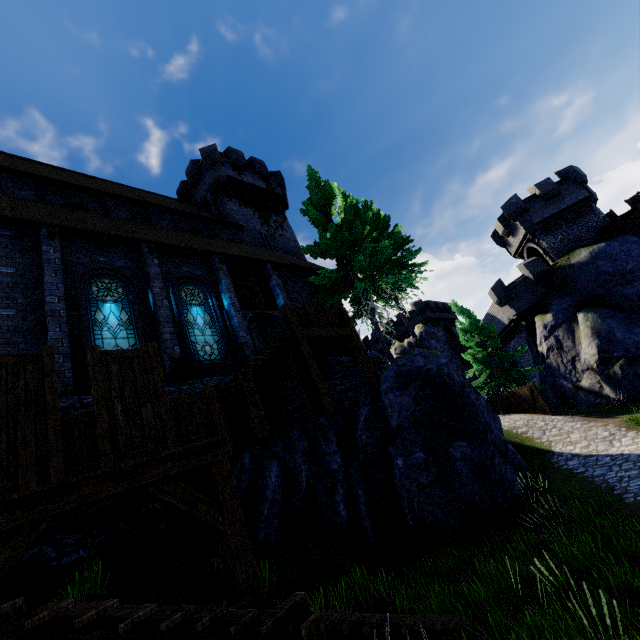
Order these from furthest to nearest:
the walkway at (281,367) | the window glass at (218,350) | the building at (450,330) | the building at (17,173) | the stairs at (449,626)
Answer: the building at (450,330)
the window glass at (218,350)
the walkway at (281,367)
the building at (17,173)
the stairs at (449,626)

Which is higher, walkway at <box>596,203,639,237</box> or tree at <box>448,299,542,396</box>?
walkway at <box>596,203,639,237</box>

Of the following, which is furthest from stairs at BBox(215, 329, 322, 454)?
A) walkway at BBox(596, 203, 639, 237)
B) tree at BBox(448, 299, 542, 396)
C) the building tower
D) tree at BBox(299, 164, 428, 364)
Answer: walkway at BBox(596, 203, 639, 237)

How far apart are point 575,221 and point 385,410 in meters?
27.3 m

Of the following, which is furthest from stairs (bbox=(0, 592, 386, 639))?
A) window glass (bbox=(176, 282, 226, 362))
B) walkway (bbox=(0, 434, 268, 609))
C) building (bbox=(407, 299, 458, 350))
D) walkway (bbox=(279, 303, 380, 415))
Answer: building (bbox=(407, 299, 458, 350))

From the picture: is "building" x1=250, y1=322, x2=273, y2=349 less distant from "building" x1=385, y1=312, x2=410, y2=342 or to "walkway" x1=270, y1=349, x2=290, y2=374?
"walkway" x1=270, y1=349, x2=290, y2=374

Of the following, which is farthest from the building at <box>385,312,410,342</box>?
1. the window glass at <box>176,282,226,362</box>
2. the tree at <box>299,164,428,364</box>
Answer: the window glass at <box>176,282,226,362</box>

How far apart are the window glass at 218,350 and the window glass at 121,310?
1.5m
